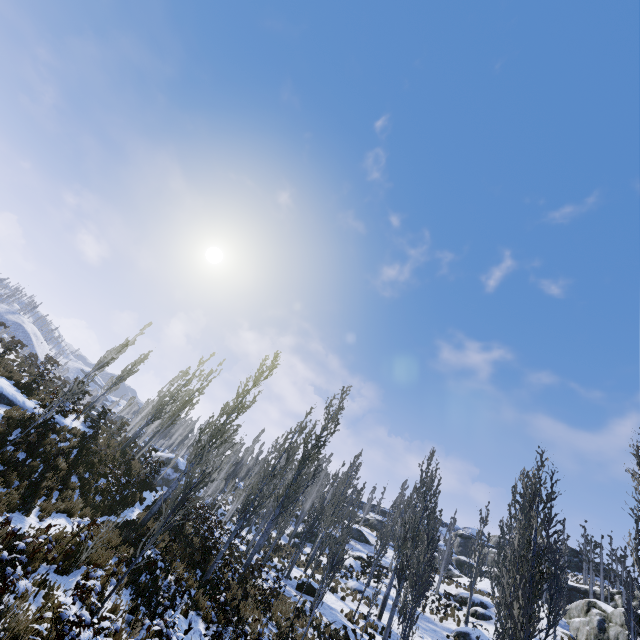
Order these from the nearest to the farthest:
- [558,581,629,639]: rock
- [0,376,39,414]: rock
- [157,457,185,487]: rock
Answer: [0,376,39,414]: rock → [558,581,629,639]: rock → [157,457,185,487]: rock

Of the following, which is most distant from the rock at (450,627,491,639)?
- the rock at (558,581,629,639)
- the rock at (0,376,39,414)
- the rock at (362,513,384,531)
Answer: the rock at (0,376,39,414)

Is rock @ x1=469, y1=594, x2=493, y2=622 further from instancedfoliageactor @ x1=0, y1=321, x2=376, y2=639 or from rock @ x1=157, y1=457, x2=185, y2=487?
rock @ x1=157, y1=457, x2=185, y2=487

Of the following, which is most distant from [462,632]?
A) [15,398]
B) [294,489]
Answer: [15,398]

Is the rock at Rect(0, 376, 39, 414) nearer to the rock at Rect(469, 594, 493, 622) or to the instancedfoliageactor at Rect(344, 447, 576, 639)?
the instancedfoliageactor at Rect(344, 447, 576, 639)

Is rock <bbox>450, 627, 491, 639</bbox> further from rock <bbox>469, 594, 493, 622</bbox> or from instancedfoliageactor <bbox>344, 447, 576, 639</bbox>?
rock <bbox>469, 594, 493, 622</bbox>

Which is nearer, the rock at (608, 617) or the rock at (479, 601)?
the rock at (608, 617)

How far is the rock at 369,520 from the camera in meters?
52.4 m
